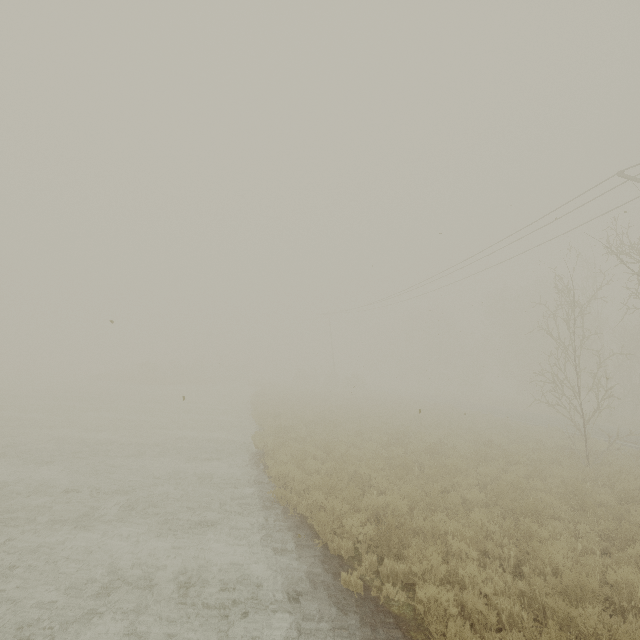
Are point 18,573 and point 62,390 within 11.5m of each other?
no

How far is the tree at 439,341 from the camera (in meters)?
58.03

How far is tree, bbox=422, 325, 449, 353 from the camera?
58.0m
